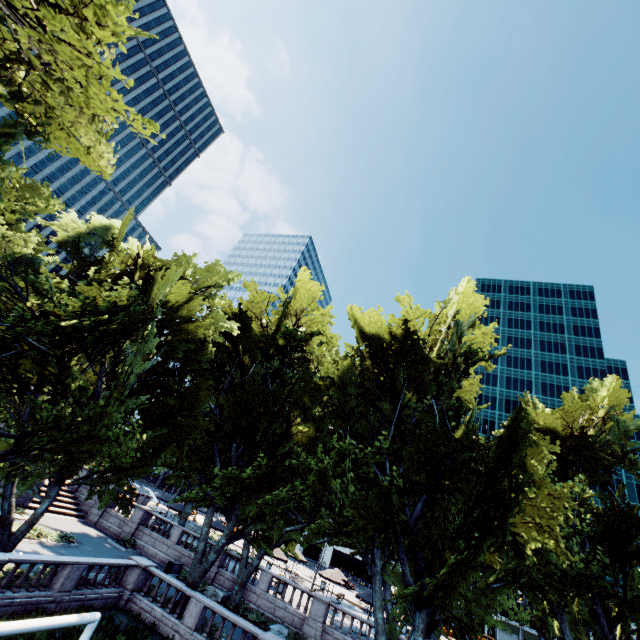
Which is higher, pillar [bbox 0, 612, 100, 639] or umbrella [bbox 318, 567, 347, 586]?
umbrella [bbox 318, 567, 347, 586]

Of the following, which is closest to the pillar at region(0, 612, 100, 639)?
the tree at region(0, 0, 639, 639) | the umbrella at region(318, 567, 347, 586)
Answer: the tree at region(0, 0, 639, 639)

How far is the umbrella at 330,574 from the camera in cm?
3150

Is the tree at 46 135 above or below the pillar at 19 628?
above

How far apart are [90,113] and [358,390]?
17.41m

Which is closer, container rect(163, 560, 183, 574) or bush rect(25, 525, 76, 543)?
bush rect(25, 525, 76, 543)

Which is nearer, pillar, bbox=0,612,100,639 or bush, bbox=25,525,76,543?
pillar, bbox=0,612,100,639

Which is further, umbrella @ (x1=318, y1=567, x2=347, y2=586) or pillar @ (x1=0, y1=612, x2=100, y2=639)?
umbrella @ (x1=318, y1=567, x2=347, y2=586)
